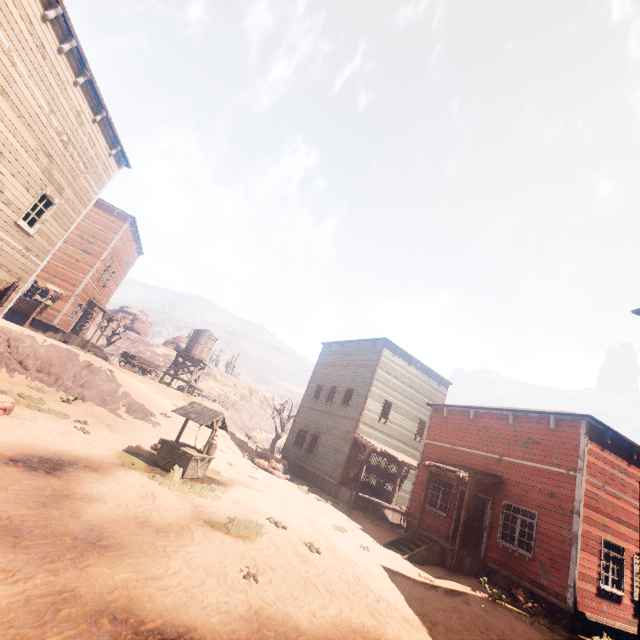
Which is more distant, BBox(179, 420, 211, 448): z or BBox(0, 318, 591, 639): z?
BBox(179, 420, 211, 448): z

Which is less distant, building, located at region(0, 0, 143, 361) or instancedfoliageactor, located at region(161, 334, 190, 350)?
building, located at region(0, 0, 143, 361)

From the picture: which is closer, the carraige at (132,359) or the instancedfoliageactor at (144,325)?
the carraige at (132,359)

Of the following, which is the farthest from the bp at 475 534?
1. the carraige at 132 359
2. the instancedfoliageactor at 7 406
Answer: the carraige at 132 359

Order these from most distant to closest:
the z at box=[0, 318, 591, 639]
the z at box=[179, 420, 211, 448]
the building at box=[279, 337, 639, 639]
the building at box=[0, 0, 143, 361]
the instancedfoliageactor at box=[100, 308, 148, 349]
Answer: the instancedfoliageactor at box=[100, 308, 148, 349] < the z at box=[179, 420, 211, 448] < the building at box=[279, 337, 639, 639] < the building at box=[0, 0, 143, 361] < the z at box=[0, 318, 591, 639]

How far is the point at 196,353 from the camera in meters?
32.2

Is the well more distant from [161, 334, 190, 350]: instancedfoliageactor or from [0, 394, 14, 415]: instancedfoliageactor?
[161, 334, 190, 350]: instancedfoliageactor

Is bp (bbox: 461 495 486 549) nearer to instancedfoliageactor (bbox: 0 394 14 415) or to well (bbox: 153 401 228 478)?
well (bbox: 153 401 228 478)
